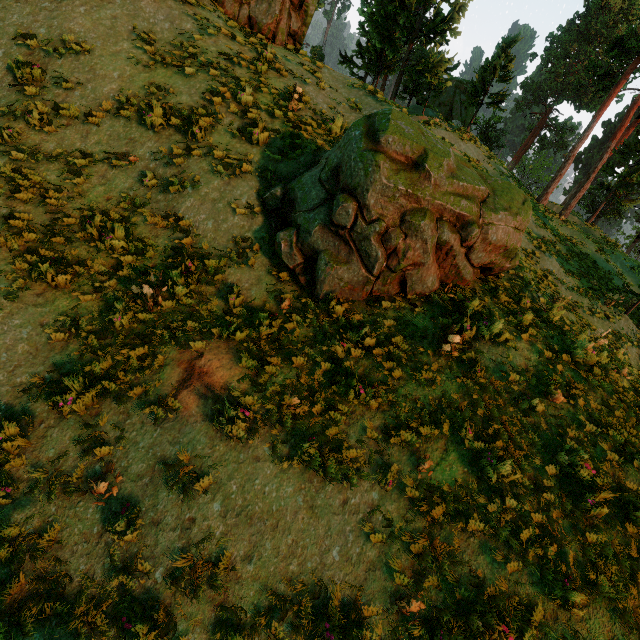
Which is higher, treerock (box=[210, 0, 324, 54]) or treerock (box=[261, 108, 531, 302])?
treerock (box=[210, 0, 324, 54])

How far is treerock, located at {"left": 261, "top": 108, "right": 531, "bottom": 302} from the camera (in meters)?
6.41

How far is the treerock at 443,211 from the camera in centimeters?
641cm

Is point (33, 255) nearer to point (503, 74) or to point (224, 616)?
point (224, 616)

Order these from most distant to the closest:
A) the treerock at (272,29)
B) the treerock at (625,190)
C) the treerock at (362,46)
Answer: the treerock at (625,190) < the treerock at (362,46) < the treerock at (272,29)

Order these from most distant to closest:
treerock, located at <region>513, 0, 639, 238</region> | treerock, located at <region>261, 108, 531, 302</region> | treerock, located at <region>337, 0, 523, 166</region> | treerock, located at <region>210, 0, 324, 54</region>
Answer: treerock, located at <region>513, 0, 639, 238</region> < treerock, located at <region>337, 0, 523, 166</region> < treerock, located at <region>210, 0, 324, 54</region> < treerock, located at <region>261, 108, 531, 302</region>

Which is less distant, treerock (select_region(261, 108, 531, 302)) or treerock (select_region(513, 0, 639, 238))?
treerock (select_region(261, 108, 531, 302))
